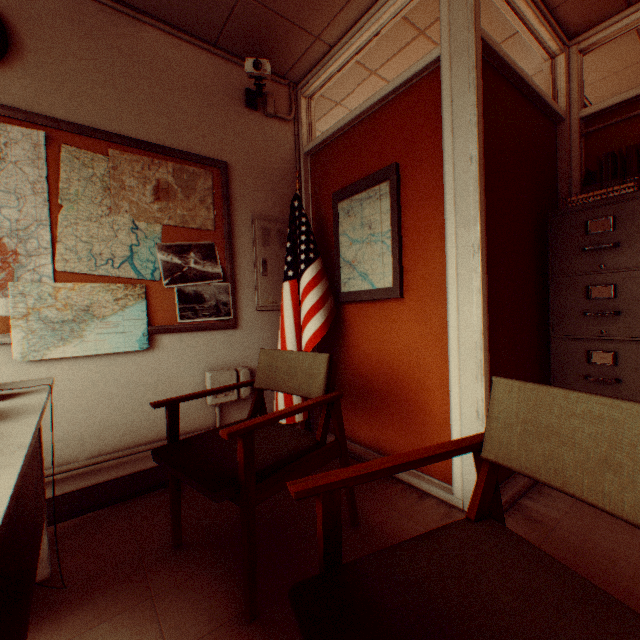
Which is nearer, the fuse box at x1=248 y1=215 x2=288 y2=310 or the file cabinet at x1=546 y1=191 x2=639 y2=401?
the file cabinet at x1=546 y1=191 x2=639 y2=401

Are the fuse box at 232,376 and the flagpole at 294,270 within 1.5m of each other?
yes

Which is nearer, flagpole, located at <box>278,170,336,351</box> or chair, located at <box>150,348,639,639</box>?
chair, located at <box>150,348,639,639</box>

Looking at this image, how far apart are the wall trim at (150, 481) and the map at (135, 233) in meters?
0.9

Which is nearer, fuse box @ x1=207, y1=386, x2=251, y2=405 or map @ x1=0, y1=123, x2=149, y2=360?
map @ x1=0, y1=123, x2=149, y2=360

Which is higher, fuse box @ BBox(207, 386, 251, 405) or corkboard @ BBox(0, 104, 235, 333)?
corkboard @ BBox(0, 104, 235, 333)

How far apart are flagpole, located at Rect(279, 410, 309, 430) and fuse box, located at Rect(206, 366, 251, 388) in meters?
0.3 m

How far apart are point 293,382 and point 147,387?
1.2m
